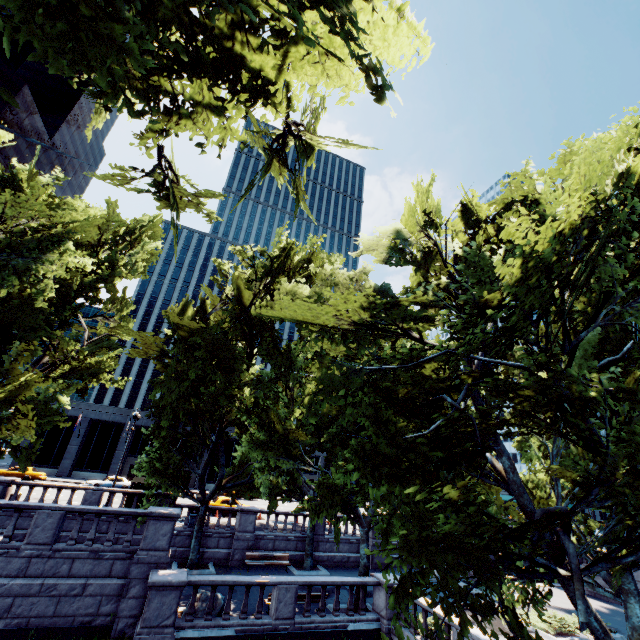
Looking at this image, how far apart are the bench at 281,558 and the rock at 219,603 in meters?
6.3

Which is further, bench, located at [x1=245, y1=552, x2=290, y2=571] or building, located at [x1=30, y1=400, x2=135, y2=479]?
building, located at [x1=30, y1=400, x2=135, y2=479]

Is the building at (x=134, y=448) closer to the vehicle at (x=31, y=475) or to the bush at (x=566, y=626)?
the vehicle at (x=31, y=475)

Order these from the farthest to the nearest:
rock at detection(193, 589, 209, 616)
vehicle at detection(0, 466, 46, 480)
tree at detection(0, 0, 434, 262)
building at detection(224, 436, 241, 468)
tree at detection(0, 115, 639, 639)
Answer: building at detection(224, 436, 241, 468), vehicle at detection(0, 466, 46, 480), rock at detection(193, 589, 209, 616), tree at detection(0, 115, 639, 639), tree at detection(0, 0, 434, 262)

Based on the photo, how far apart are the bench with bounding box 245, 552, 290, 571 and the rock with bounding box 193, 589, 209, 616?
6.34m

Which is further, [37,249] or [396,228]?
[37,249]

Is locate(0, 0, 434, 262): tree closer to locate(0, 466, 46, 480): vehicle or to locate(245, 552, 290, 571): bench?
locate(245, 552, 290, 571): bench
